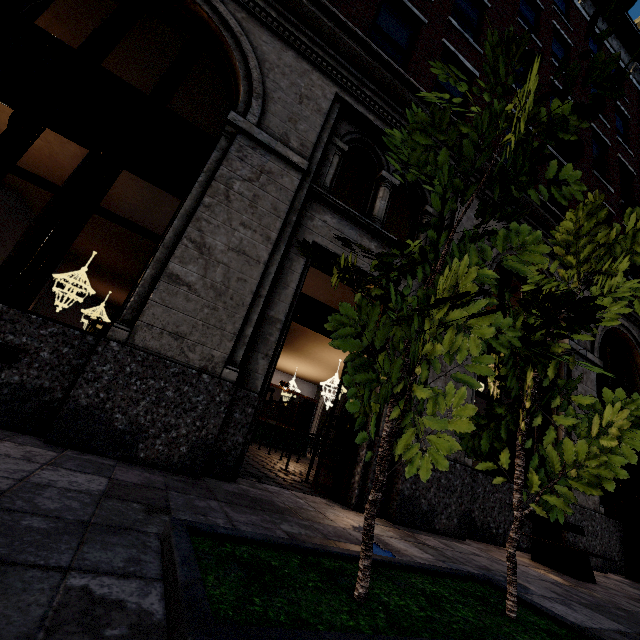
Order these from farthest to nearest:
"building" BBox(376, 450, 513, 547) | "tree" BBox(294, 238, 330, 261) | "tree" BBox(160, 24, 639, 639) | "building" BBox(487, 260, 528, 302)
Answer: "building" BBox(487, 260, 528, 302) < "building" BBox(376, 450, 513, 547) < "tree" BBox(294, 238, 330, 261) < "tree" BBox(160, 24, 639, 639)

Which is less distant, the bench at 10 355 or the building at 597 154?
the bench at 10 355

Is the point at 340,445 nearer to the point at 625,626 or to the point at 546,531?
the point at 546,531

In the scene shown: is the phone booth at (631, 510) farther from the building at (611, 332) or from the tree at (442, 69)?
the tree at (442, 69)

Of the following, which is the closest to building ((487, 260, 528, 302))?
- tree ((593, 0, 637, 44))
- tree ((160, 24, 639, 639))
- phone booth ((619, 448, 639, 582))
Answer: phone booth ((619, 448, 639, 582))

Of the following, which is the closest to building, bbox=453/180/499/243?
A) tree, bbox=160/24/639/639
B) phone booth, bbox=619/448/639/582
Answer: phone booth, bbox=619/448/639/582

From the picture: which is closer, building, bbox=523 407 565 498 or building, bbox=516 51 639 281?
building, bbox=523 407 565 498

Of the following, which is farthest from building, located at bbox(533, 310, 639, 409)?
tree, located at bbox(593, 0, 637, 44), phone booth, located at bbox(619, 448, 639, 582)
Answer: tree, located at bbox(593, 0, 637, 44)
